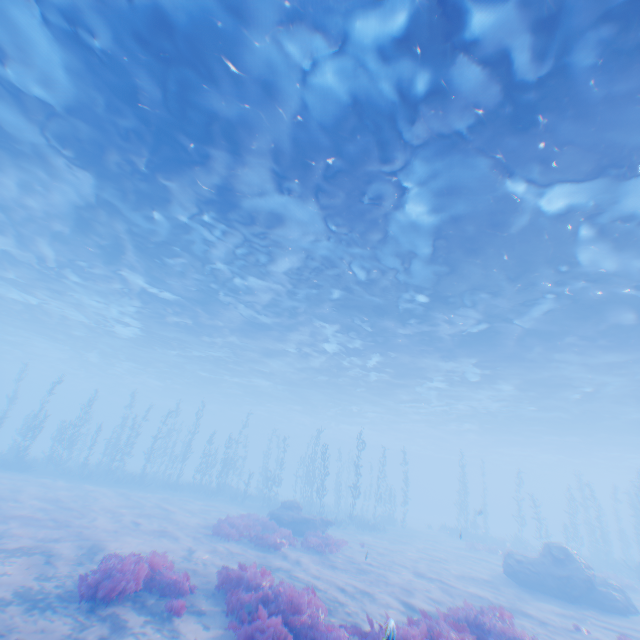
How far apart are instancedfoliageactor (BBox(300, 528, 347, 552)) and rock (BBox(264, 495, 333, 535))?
2.53m

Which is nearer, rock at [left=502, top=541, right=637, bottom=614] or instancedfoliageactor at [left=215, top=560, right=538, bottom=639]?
instancedfoliageactor at [left=215, top=560, right=538, bottom=639]

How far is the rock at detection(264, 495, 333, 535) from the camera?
19.1m

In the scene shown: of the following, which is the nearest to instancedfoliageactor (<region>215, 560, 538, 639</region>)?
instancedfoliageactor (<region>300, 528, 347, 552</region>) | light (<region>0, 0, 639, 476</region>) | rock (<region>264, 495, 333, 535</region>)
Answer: instancedfoliageactor (<region>300, 528, 347, 552</region>)

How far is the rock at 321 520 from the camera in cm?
1914

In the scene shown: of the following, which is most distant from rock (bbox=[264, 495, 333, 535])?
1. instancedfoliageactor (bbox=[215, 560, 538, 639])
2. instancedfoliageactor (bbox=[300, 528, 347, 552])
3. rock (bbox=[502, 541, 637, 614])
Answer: instancedfoliageactor (bbox=[215, 560, 538, 639])

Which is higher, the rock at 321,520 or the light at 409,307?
the light at 409,307

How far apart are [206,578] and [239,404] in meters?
51.5 m
